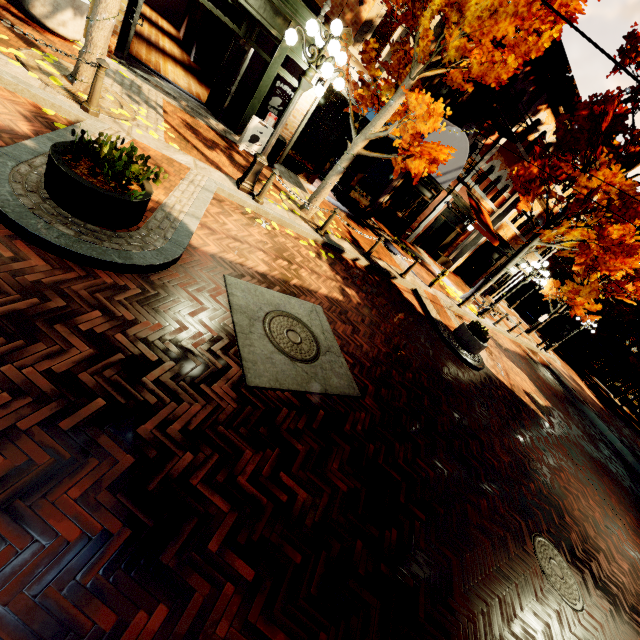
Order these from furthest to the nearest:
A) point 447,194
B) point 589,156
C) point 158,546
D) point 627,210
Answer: point 447,194, point 589,156, point 627,210, point 158,546

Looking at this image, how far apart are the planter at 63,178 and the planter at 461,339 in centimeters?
902cm

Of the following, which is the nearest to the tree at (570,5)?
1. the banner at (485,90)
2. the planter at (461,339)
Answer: the banner at (485,90)

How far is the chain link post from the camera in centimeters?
517cm

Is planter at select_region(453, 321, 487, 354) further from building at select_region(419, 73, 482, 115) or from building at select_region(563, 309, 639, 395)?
building at select_region(563, 309, 639, 395)

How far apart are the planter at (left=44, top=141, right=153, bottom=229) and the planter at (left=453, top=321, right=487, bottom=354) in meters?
9.0

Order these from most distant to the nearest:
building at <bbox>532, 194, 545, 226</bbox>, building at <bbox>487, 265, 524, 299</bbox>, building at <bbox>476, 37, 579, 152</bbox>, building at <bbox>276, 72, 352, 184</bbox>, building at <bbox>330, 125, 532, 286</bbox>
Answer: building at <bbox>487, 265, 524, 299</bbox>
building at <bbox>532, 194, 545, 226</bbox>
building at <bbox>330, 125, 532, 286</bbox>
building at <bbox>476, 37, 579, 152</bbox>
building at <bbox>276, 72, 352, 184</bbox>
